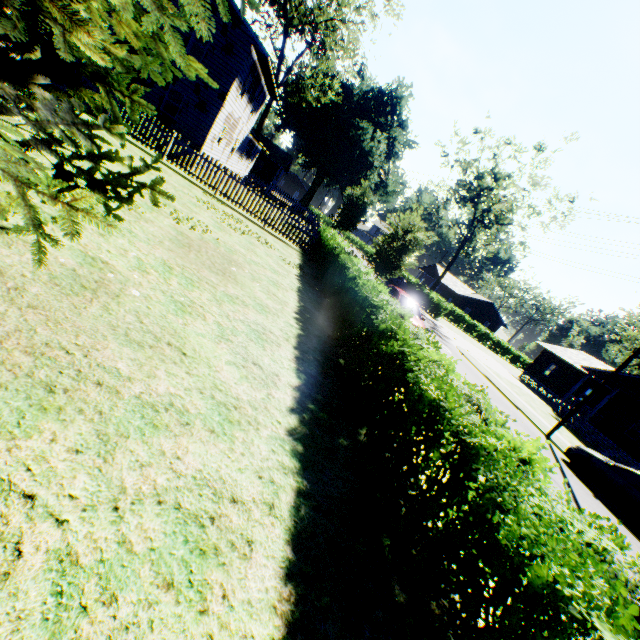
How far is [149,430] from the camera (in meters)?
3.11

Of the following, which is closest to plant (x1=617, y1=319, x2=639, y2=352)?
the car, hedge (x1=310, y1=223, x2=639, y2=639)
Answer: hedge (x1=310, y1=223, x2=639, y2=639)

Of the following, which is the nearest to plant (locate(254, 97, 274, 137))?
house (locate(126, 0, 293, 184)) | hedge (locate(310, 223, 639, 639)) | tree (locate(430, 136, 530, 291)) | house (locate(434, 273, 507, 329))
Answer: house (locate(126, 0, 293, 184))

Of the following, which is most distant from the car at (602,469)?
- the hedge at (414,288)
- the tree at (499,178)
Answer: the tree at (499,178)

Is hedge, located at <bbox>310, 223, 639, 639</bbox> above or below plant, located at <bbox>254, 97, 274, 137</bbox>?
below

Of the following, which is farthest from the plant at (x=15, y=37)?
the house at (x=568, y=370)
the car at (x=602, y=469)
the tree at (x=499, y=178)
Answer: the house at (x=568, y=370)

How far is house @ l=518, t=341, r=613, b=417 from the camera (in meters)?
27.67

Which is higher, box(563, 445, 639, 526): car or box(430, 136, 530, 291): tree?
box(430, 136, 530, 291): tree
